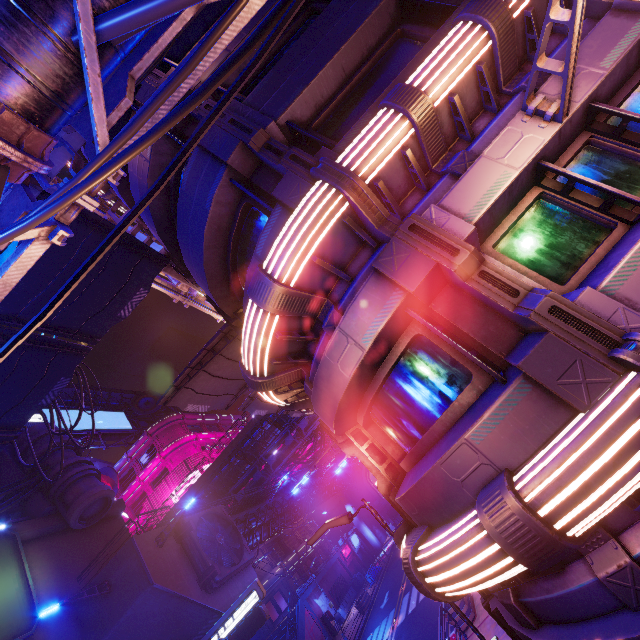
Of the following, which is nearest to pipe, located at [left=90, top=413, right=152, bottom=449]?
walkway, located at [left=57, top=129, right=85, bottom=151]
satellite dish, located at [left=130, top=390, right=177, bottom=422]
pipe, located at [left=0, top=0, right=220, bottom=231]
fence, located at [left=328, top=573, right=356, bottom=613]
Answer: satellite dish, located at [left=130, top=390, right=177, bottom=422]

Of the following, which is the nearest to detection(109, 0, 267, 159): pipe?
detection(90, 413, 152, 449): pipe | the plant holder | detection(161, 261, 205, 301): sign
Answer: detection(161, 261, 205, 301): sign

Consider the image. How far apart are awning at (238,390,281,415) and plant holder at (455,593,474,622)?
11.5m

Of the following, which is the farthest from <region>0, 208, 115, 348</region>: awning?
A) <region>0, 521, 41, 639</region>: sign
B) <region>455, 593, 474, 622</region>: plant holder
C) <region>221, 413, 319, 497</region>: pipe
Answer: <region>455, 593, 474, 622</region>: plant holder

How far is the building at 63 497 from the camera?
19.7 meters

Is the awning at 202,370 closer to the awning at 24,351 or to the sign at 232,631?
the awning at 24,351

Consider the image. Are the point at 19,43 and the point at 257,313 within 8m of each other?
yes

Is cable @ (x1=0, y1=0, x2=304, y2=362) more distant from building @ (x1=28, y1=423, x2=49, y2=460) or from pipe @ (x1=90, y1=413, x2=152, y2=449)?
pipe @ (x1=90, y1=413, x2=152, y2=449)
